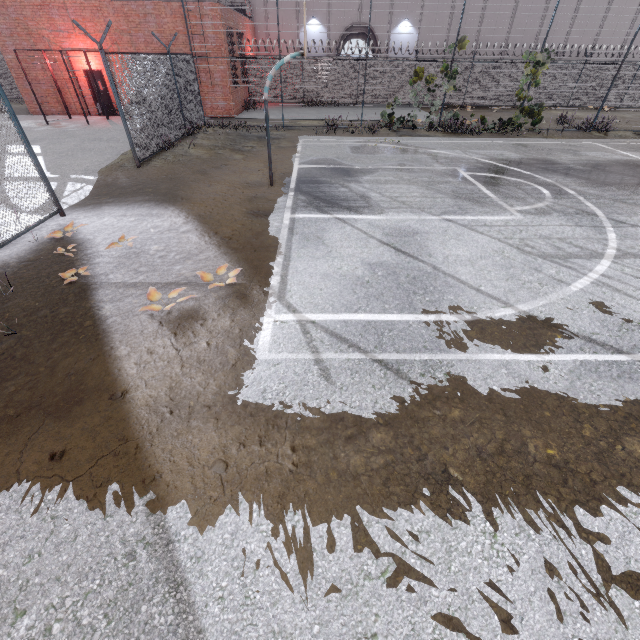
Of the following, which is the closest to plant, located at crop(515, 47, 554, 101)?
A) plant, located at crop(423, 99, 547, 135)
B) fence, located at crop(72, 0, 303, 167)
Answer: fence, located at crop(72, 0, 303, 167)

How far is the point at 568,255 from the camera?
6.1 meters

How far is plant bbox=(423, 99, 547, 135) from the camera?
15.6 meters

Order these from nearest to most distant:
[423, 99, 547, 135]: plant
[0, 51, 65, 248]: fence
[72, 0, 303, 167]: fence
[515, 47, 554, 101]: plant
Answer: [0, 51, 65, 248]: fence
[72, 0, 303, 167]: fence
[515, 47, 554, 101]: plant
[423, 99, 547, 135]: plant

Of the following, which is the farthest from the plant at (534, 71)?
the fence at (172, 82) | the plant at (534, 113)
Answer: the plant at (534, 113)

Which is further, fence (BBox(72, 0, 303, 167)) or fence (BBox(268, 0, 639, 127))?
fence (BBox(268, 0, 639, 127))

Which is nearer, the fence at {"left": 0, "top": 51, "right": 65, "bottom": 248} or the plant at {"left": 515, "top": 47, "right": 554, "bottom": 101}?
the fence at {"left": 0, "top": 51, "right": 65, "bottom": 248}
